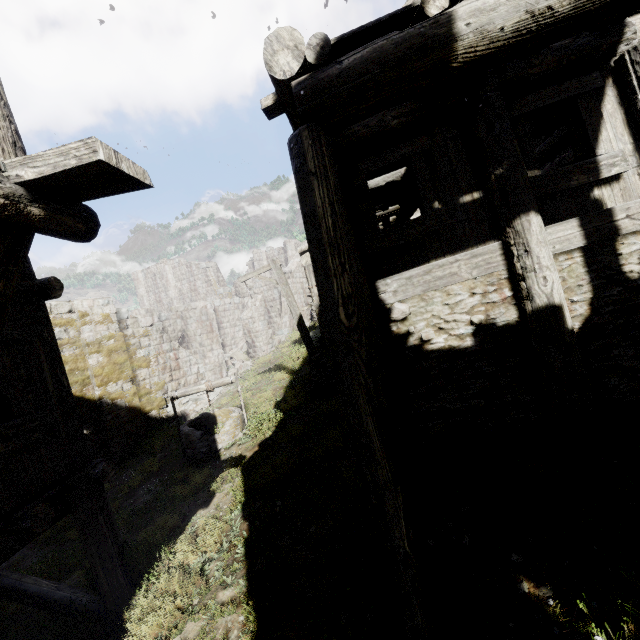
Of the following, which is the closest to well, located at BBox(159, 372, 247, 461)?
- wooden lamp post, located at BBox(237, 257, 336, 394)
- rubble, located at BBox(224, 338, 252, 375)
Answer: wooden lamp post, located at BBox(237, 257, 336, 394)

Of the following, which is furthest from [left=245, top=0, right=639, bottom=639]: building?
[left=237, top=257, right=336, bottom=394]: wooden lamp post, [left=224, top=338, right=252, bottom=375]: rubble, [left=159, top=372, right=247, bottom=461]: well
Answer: [left=159, top=372, right=247, bottom=461]: well

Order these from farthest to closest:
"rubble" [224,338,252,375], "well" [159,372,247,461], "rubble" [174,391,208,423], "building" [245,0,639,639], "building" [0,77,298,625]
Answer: "rubble" [224,338,252,375], "rubble" [174,391,208,423], "well" [159,372,247,461], "building" [245,0,639,639], "building" [0,77,298,625]

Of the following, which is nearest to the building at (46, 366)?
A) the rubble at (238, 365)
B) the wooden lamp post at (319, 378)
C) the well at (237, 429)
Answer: the rubble at (238, 365)

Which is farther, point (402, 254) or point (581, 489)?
point (402, 254)

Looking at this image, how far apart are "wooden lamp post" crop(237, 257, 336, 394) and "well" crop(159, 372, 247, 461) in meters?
2.0 m

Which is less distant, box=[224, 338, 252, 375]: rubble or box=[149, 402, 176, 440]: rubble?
box=[149, 402, 176, 440]: rubble

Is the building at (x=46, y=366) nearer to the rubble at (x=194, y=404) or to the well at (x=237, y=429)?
the rubble at (x=194, y=404)
